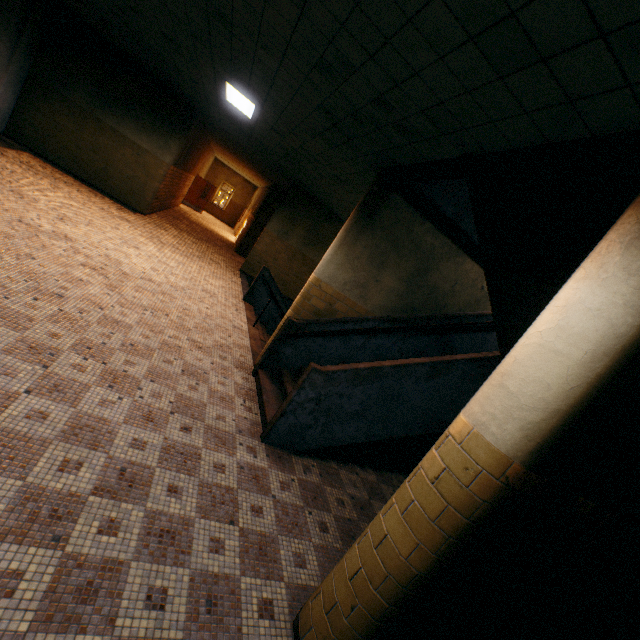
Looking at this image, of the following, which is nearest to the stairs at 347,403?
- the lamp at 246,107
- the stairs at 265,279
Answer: the stairs at 265,279

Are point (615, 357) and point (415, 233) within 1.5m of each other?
no

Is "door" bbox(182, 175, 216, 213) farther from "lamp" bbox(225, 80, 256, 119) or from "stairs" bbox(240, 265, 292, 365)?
"lamp" bbox(225, 80, 256, 119)

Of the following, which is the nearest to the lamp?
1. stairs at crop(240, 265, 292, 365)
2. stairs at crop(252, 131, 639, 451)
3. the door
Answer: stairs at crop(252, 131, 639, 451)

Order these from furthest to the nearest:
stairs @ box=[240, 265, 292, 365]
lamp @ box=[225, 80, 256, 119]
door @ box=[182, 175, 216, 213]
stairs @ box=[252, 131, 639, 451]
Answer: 1. door @ box=[182, 175, 216, 213]
2. stairs @ box=[240, 265, 292, 365]
3. lamp @ box=[225, 80, 256, 119]
4. stairs @ box=[252, 131, 639, 451]

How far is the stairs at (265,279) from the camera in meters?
7.2 m

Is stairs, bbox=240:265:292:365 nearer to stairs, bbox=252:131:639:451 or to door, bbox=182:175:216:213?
stairs, bbox=252:131:639:451

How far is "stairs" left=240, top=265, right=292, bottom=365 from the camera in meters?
7.2 m
